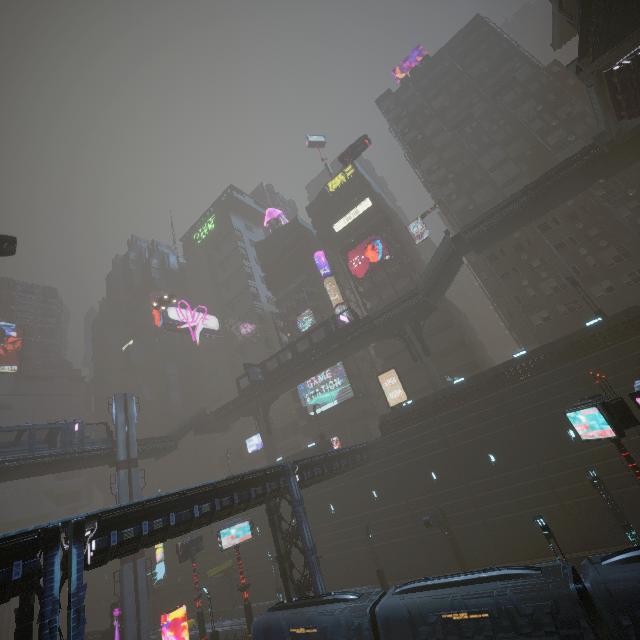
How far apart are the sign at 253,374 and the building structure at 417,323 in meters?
21.0 m

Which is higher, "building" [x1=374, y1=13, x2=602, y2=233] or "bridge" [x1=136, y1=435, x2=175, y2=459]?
"building" [x1=374, y1=13, x2=602, y2=233]

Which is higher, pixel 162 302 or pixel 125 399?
pixel 162 302

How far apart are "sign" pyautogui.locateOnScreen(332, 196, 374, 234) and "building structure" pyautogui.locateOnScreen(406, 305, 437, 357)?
22.71m

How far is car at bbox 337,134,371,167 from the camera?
39.16m

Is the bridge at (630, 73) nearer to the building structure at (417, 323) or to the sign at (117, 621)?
the building structure at (417, 323)

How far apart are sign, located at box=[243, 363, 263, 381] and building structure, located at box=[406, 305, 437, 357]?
21.04m

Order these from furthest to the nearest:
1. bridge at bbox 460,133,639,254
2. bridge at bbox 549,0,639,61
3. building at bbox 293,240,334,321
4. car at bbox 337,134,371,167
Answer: building at bbox 293,240,334,321
car at bbox 337,134,371,167
bridge at bbox 460,133,639,254
bridge at bbox 549,0,639,61
